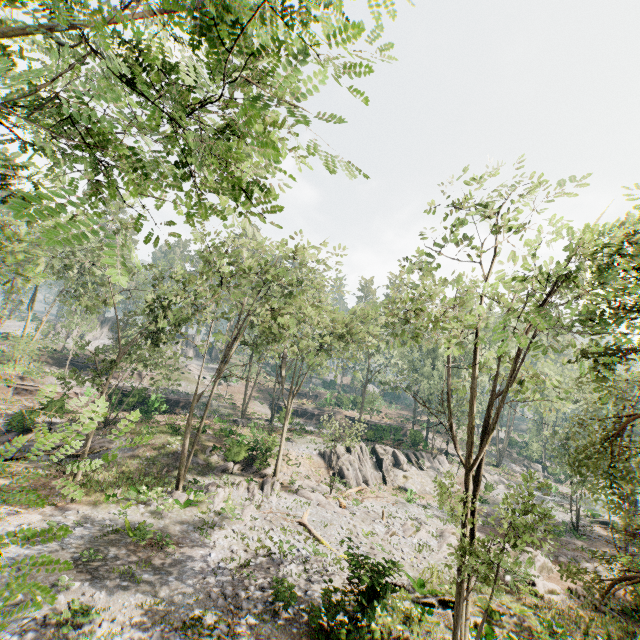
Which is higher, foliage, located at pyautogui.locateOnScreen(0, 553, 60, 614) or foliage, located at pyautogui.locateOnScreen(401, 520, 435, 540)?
foliage, located at pyautogui.locateOnScreen(0, 553, 60, 614)

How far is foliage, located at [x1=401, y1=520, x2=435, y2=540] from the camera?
20.76m

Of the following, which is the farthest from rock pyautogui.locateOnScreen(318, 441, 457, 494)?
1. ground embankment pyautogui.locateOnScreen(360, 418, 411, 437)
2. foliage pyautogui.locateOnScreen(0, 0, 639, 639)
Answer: ground embankment pyautogui.locateOnScreen(360, 418, 411, 437)

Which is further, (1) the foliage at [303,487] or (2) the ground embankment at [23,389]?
(2) the ground embankment at [23,389]

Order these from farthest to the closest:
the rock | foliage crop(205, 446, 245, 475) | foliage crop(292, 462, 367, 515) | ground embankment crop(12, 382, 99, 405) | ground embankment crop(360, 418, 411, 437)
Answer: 1. ground embankment crop(360, 418, 411, 437)
2. the rock
3. foliage crop(205, 446, 245, 475)
4. ground embankment crop(12, 382, 99, 405)
5. foliage crop(292, 462, 367, 515)

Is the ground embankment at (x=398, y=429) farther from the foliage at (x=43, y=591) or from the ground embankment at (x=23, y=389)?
the ground embankment at (x=23, y=389)

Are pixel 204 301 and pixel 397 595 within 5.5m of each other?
no

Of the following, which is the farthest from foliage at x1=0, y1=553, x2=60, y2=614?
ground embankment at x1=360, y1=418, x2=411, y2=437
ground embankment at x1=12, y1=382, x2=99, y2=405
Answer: ground embankment at x1=12, y1=382, x2=99, y2=405
